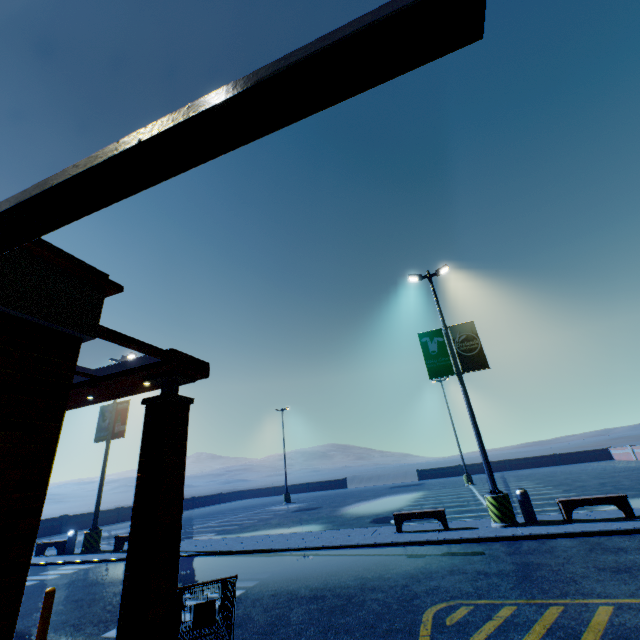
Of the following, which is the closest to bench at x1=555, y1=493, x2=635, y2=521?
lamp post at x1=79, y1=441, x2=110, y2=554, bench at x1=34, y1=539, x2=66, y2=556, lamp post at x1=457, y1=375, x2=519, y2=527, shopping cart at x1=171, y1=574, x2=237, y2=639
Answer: lamp post at x1=457, y1=375, x2=519, y2=527

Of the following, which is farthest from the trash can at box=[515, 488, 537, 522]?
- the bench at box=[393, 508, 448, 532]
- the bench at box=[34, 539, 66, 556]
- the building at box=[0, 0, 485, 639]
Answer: the bench at box=[34, 539, 66, 556]

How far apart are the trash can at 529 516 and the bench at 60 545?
20.7m

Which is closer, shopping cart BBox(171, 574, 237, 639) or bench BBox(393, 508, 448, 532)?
shopping cart BBox(171, 574, 237, 639)

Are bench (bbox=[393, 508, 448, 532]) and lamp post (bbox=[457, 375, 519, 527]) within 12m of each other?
yes

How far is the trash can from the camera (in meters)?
10.38

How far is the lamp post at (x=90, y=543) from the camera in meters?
15.2

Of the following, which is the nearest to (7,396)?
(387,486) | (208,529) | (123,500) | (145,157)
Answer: (145,157)
